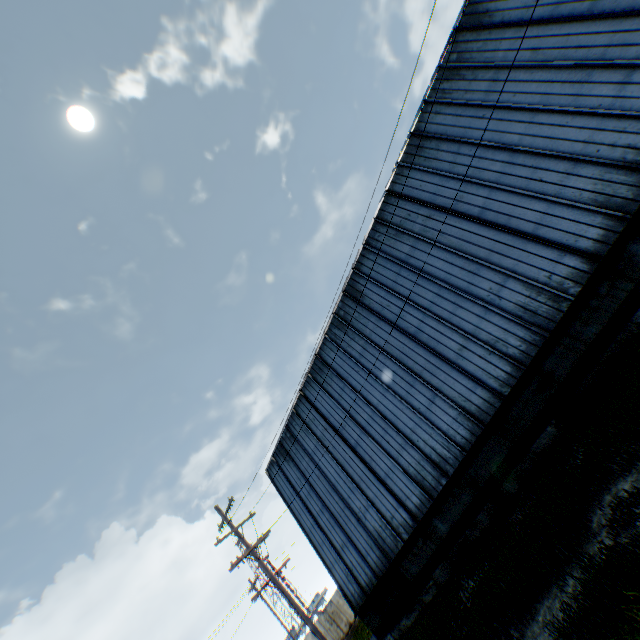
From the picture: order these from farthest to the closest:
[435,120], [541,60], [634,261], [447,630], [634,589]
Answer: [435,120]
[541,60]
[634,261]
[447,630]
[634,589]
